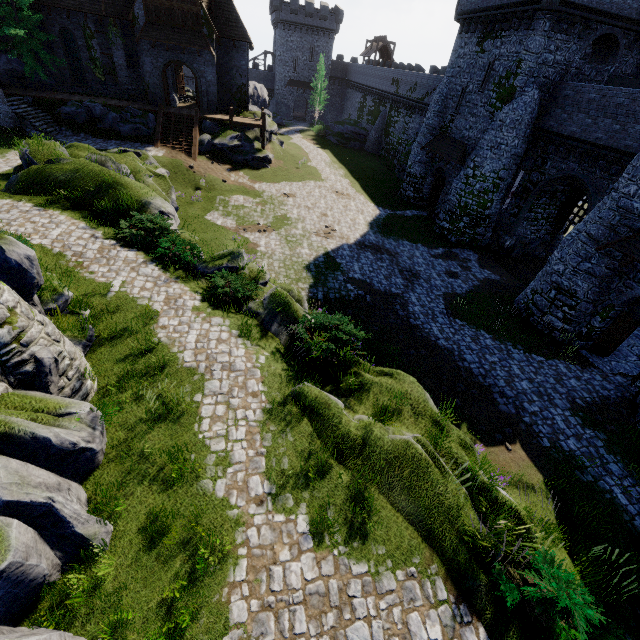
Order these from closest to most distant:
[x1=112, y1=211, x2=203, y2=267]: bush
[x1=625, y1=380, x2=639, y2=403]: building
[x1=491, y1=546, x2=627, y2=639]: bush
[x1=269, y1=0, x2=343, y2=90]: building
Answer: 1. [x1=491, y1=546, x2=627, y2=639]: bush
2. [x1=112, y1=211, x2=203, y2=267]: bush
3. [x1=625, y1=380, x2=639, y2=403]: building
4. [x1=269, y1=0, x2=343, y2=90]: building

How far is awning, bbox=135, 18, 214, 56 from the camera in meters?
26.7

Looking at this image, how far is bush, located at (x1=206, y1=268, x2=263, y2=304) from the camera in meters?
12.1

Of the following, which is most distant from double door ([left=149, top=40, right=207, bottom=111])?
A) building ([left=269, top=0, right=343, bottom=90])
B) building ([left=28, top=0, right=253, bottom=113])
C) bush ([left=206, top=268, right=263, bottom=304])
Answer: building ([left=269, top=0, right=343, bottom=90])

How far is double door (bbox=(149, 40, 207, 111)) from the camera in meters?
28.0

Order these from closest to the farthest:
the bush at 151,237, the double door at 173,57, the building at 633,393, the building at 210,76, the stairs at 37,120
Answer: the bush at 151,237 → the building at 633,393 → the stairs at 37,120 → the building at 210,76 → the double door at 173,57

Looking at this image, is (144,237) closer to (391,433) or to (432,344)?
(391,433)

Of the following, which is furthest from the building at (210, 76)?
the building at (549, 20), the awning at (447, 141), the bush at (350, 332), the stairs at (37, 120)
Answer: the bush at (350, 332)
